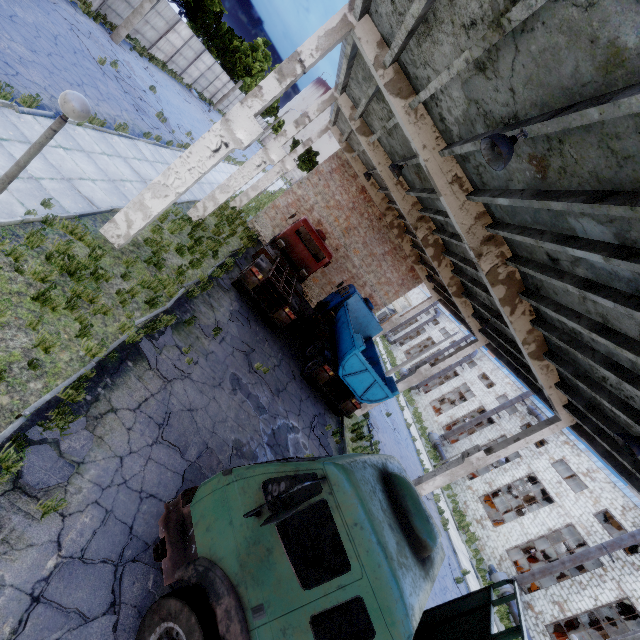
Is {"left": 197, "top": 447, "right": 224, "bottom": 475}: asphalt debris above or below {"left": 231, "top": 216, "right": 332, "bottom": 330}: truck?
below

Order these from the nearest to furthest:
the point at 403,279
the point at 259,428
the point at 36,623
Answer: the point at 36,623 → the point at 259,428 → the point at 403,279

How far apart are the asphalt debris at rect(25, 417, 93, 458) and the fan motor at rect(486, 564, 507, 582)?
27.8 meters

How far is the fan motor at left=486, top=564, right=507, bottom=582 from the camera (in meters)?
21.94

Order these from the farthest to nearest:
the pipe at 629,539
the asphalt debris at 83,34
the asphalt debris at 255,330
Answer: the pipe at 629,539 → the asphalt debris at 83,34 → the asphalt debris at 255,330

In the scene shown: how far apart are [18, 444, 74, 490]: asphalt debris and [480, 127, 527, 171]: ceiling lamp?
7.44m

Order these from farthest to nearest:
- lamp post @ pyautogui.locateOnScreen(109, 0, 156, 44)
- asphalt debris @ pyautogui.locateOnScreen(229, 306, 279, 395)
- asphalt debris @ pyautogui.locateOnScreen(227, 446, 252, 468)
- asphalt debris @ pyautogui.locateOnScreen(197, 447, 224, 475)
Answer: lamp post @ pyautogui.locateOnScreen(109, 0, 156, 44), asphalt debris @ pyautogui.locateOnScreen(229, 306, 279, 395), asphalt debris @ pyautogui.locateOnScreen(227, 446, 252, 468), asphalt debris @ pyautogui.locateOnScreen(197, 447, 224, 475)

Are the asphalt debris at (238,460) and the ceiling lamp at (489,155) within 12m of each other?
yes
